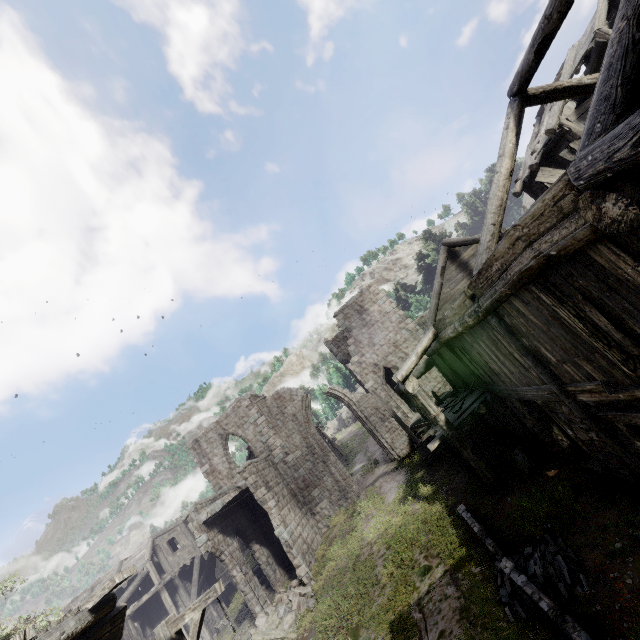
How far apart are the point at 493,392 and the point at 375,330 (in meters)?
13.54

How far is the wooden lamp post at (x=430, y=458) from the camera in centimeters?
1714cm

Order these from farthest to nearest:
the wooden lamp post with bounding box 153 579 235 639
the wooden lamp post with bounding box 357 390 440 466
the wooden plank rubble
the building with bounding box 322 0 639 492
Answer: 1. the wooden lamp post with bounding box 357 390 440 466
2. the wooden lamp post with bounding box 153 579 235 639
3. the wooden plank rubble
4. the building with bounding box 322 0 639 492

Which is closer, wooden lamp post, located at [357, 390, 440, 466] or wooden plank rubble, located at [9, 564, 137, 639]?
wooden plank rubble, located at [9, 564, 137, 639]

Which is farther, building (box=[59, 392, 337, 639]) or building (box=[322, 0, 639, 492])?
building (box=[59, 392, 337, 639])

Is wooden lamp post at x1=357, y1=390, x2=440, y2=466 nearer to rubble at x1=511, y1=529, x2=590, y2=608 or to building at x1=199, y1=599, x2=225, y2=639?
building at x1=199, y1=599, x2=225, y2=639

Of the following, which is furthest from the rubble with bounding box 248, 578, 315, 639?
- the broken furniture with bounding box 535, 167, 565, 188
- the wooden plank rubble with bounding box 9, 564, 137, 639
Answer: the broken furniture with bounding box 535, 167, 565, 188

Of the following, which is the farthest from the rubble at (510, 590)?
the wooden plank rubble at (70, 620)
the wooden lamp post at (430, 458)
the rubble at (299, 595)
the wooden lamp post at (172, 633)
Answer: the rubble at (299, 595)
